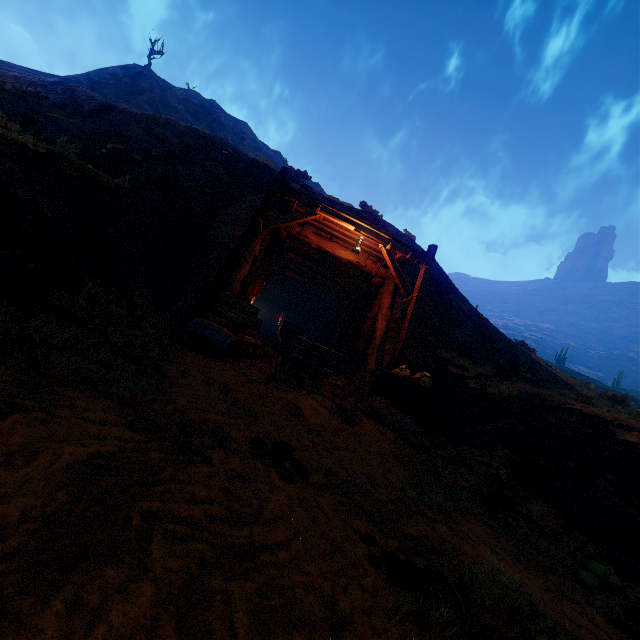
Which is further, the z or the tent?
the tent

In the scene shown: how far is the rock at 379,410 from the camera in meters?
6.5 m

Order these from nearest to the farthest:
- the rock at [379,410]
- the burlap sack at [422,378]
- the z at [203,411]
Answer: the z at [203,411] < the rock at [379,410] < the burlap sack at [422,378]

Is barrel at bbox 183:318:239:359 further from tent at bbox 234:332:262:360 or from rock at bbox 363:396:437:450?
rock at bbox 363:396:437:450

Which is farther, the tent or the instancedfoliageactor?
the tent

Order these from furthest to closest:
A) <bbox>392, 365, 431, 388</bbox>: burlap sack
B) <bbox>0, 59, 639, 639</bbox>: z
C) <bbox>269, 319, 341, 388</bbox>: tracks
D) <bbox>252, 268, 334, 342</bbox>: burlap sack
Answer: <bbox>252, 268, 334, 342</bbox>: burlap sack
<bbox>392, 365, 431, 388</bbox>: burlap sack
<bbox>269, 319, 341, 388</bbox>: tracks
<bbox>0, 59, 639, 639</bbox>: z

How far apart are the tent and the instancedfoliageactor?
0.8 meters

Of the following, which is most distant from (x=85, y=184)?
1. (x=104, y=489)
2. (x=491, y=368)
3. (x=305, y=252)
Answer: (x=491, y=368)
